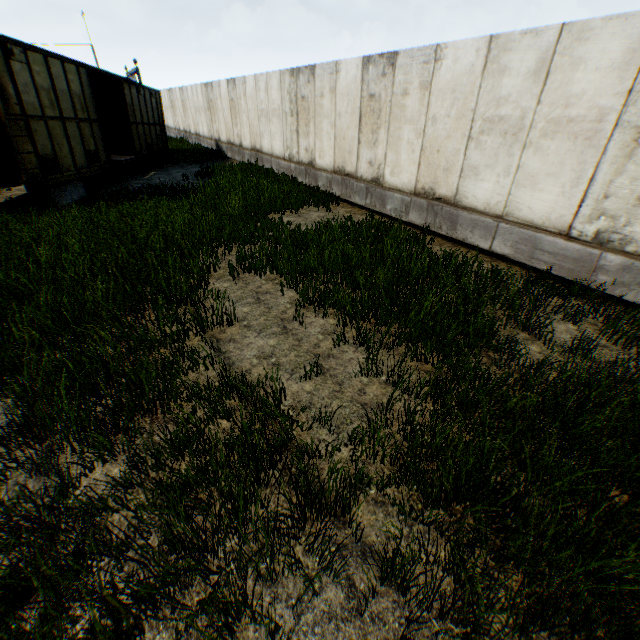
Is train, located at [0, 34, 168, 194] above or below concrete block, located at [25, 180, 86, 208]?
above

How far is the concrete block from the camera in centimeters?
970cm

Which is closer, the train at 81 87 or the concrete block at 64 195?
the train at 81 87

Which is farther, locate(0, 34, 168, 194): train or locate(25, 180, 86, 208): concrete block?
locate(25, 180, 86, 208): concrete block

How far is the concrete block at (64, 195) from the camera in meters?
9.7 m

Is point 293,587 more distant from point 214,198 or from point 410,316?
point 214,198
